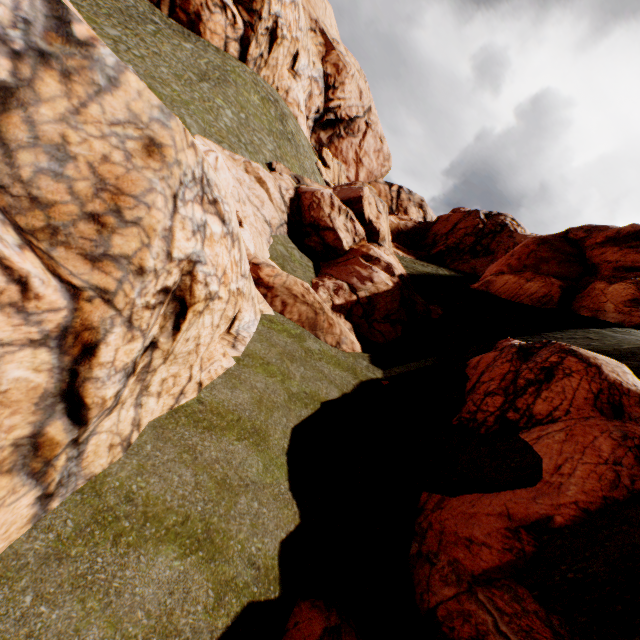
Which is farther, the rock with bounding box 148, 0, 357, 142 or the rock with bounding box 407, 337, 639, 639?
the rock with bounding box 148, 0, 357, 142

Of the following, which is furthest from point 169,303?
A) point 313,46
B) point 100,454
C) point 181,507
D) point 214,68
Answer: point 313,46

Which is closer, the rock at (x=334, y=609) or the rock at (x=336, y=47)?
the rock at (x=334, y=609)

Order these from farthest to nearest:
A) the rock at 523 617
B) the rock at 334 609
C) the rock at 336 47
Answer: the rock at 336 47 < the rock at 523 617 < the rock at 334 609

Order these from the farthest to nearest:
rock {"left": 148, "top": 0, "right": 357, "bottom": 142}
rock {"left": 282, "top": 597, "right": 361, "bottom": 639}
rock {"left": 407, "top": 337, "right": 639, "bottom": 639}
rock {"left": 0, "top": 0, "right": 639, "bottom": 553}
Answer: rock {"left": 148, "top": 0, "right": 357, "bottom": 142}
rock {"left": 407, "top": 337, "right": 639, "bottom": 639}
rock {"left": 282, "top": 597, "right": 361, "bottom": 639}
rock {"left": 0, "top": 0, "right": 639, "bottom": 553}
